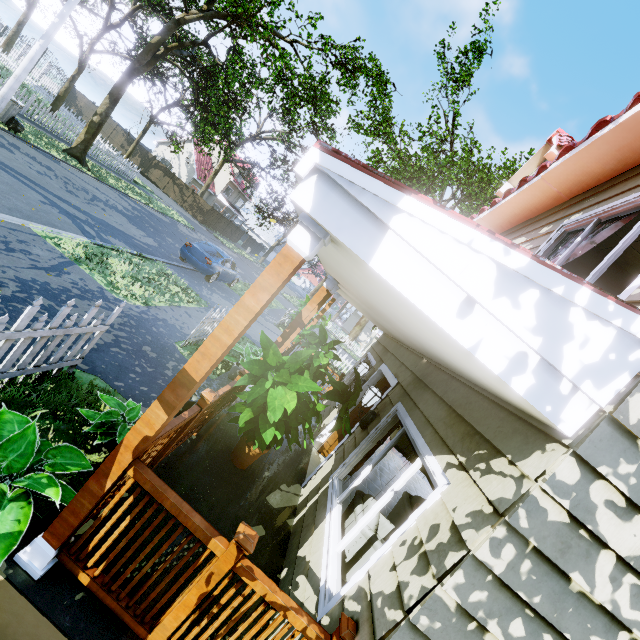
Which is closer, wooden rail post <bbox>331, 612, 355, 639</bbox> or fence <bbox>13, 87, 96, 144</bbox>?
wooden rail post <bbox>331, 612, 355, 639</bbox>

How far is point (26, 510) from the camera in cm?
211

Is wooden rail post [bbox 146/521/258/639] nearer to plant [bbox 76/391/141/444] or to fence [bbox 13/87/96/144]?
plant [bbox 76/391/141/444]

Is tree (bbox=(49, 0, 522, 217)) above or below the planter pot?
above

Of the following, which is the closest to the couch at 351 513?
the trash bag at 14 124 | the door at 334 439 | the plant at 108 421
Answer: the door at 334 439

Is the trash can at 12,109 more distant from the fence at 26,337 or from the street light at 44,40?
the fence at 26,337

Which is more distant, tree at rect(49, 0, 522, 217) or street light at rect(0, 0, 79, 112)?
tree at rect(49, 0, 522, 217)

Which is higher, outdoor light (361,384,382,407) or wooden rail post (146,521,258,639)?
outdoor light (361,384,382,407)
